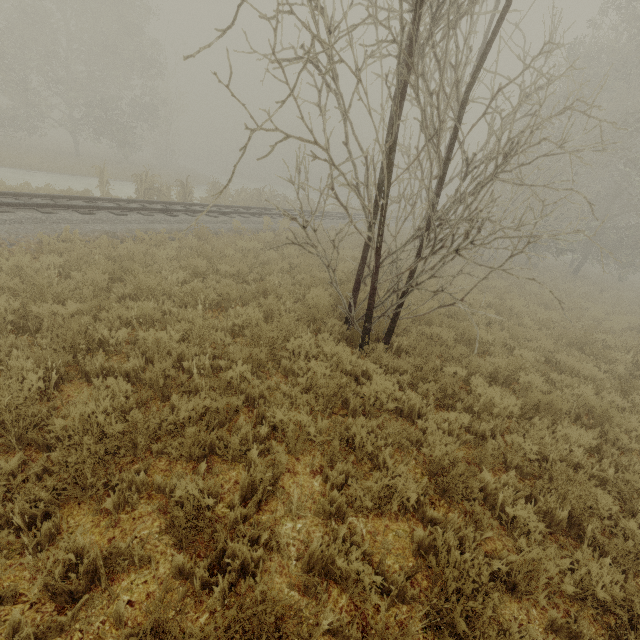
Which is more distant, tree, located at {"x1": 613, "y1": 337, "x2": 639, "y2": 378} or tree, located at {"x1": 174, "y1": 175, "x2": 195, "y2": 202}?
tree, located at {"x1": 174, "y1": 175, "x2": 195, "y2": 202}

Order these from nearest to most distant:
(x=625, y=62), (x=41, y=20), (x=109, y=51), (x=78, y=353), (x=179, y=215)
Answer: (x=78, y=353) → (x=179, y=215) → (x=625, y=62) → (x=41, y=20) → (x=109, y=51)

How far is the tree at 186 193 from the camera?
17.1m

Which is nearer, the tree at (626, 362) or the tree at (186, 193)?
the tree at (626, 362)

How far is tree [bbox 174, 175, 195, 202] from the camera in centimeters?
1706cm

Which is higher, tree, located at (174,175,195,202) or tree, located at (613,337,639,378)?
tree, located at (174,175,195,202)
